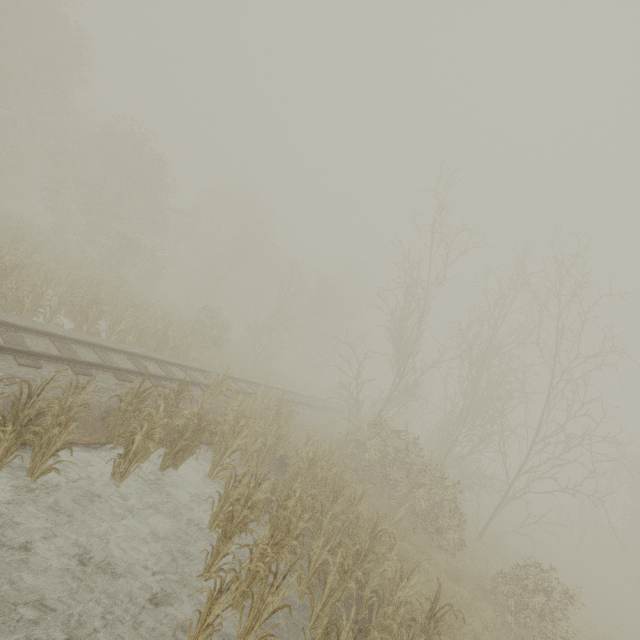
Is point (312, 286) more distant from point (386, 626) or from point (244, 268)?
point (386, 626)
